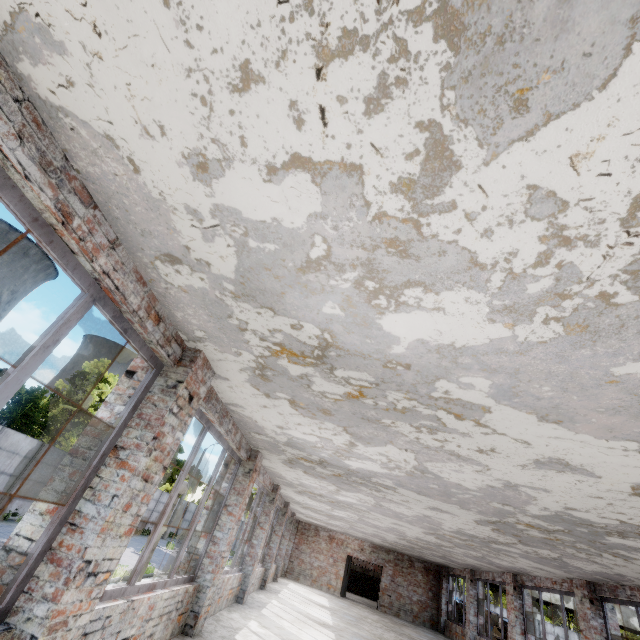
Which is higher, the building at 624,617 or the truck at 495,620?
the building at 624,617

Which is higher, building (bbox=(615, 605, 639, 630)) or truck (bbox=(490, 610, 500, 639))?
building (bbox=(615, 605, 639, 630))

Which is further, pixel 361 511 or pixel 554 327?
pixel 361 511

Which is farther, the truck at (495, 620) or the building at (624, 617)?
the truck at (495, 620)

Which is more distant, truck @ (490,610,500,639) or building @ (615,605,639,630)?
truck @ (490,610,500,639)
